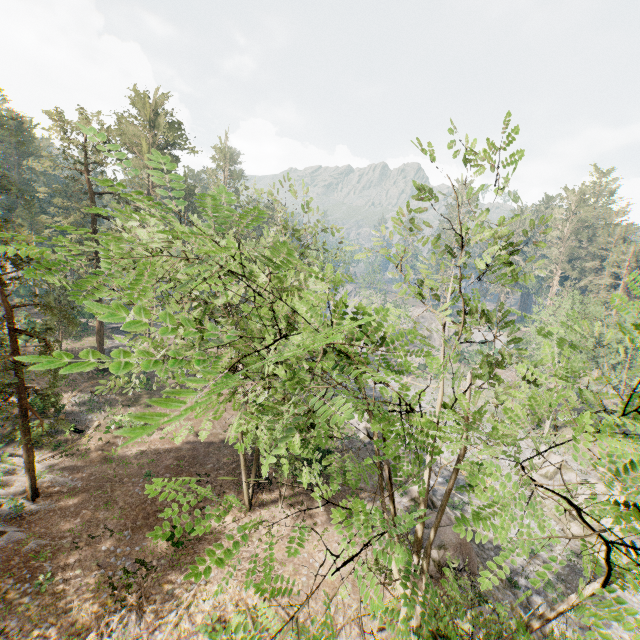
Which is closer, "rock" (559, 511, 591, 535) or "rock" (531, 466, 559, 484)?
"rock" (559, 511, 591, 535)

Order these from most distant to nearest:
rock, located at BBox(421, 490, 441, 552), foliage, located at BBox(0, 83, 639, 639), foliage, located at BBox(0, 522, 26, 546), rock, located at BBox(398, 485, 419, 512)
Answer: rock, located at BBox(398, 485, 419, 512)
rock, located at BBox(421, 490, 441, 552)
foliage, located at BBox(0, 522, 26, 546)
foliage, located at BBox(0, 83, 639, 639)

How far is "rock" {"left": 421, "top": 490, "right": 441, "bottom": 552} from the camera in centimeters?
1930cm

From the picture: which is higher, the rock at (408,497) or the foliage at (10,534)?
the rock at (408,497)

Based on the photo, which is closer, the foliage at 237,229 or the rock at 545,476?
the foliage at 237,229

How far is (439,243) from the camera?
9.8 meters
